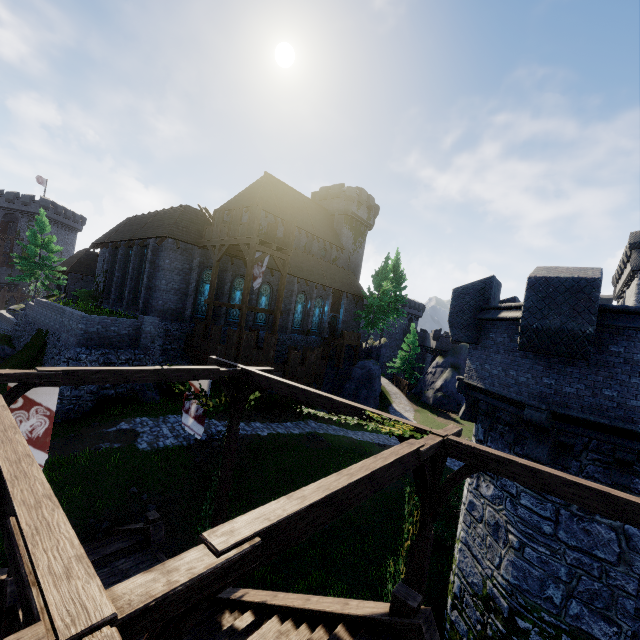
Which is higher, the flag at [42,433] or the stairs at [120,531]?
the flag at [42,433]

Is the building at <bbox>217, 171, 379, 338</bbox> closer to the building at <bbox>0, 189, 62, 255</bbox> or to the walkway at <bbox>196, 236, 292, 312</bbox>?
the walkway at <bbox>196, 236, 292, 312</bbox>

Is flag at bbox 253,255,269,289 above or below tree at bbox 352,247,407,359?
below

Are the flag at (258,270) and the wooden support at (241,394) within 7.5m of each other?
no

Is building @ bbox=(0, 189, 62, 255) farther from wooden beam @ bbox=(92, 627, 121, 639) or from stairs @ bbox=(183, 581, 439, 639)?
stairs @ bbox=(183, 581, 439, 639)

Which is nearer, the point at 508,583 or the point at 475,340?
the point at 508,583

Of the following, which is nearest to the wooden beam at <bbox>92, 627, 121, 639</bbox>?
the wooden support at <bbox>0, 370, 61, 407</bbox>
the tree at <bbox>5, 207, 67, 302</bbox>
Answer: the wooden support at <bbox>0, 370, 61, 407</bbox>

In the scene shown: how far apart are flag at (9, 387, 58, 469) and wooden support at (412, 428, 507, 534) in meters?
6.7
